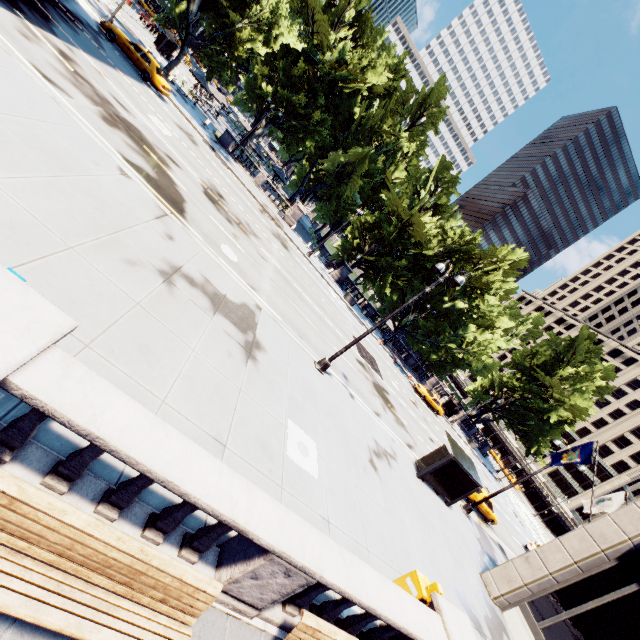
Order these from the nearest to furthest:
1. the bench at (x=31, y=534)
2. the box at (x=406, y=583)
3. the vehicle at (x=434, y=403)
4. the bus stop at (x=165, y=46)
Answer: the bench at (x=31, y=534) → the box at (x=406, y=583) → the vehicle at (x=434, y=403) → the bus stop at (x=165, y=46)

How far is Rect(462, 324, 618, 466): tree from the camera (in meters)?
43.34

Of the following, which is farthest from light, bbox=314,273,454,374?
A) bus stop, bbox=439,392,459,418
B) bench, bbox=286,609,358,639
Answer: bus stop, bbox=439,392,459,418

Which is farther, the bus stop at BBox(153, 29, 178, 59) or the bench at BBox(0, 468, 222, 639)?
the bus stop at BBox(153, 29, 178, 59)

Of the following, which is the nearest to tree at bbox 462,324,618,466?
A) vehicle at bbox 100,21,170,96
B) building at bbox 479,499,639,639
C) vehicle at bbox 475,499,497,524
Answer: vehicle at bbox 100,21,170,96

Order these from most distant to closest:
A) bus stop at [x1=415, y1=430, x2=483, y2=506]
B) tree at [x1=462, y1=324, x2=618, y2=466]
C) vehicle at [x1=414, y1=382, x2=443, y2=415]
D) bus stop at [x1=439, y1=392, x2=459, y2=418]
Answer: bus stop at [x1=439, y1=392, x2=459, y2=418] → tree at [x1=462, y1=324, x2=618, y2=466] → vehicle at [x1=414, y1=382, x2=443, y2=415] → bus stop at [x1=415, y1=430, x2=483, y2=506]

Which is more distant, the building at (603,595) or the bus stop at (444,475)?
the bus stop at (444,475)

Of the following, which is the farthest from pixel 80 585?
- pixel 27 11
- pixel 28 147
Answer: pixel 27 11
